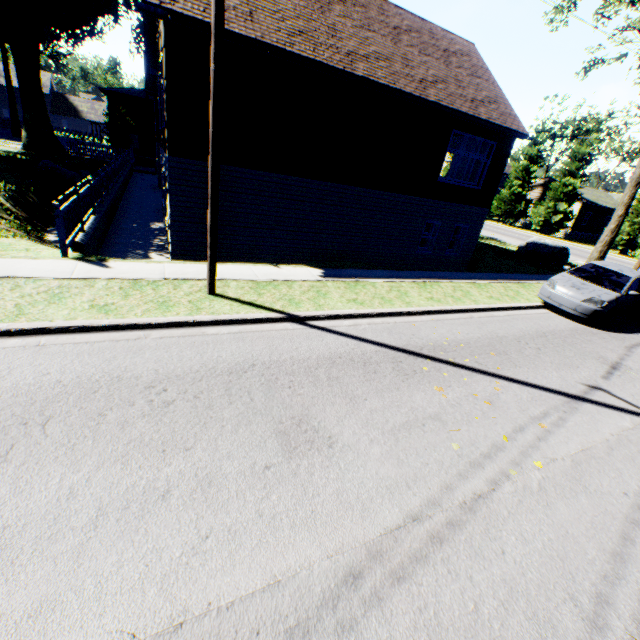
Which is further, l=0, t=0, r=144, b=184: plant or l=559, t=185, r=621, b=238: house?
l=559, t=185, r=621, b=238: house

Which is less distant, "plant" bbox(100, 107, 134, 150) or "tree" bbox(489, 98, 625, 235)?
"tree" bbox(489, 98, 625, 235)

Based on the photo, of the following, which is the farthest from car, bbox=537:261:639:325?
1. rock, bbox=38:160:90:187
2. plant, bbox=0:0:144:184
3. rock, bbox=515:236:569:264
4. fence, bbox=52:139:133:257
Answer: fence, bbox=52:139:133:257

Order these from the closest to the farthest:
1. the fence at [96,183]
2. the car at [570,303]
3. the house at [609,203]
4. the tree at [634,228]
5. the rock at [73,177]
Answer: the fence at [96,183], the car at [570,303], the tree at [634,228], the rock at [73,177], the house at [609,203]

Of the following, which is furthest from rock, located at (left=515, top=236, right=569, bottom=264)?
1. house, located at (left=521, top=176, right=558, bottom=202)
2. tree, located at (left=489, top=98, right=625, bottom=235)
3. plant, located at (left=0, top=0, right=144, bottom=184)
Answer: plant, located at (left=0, top=0, right=144, bottom=184)

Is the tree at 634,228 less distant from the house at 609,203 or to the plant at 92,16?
the house at 609,203

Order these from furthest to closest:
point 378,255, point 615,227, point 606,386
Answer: point 615,227, point 378,255, point 606,386

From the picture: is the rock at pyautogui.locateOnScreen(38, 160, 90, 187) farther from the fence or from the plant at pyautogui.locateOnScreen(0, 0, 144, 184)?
the fence
